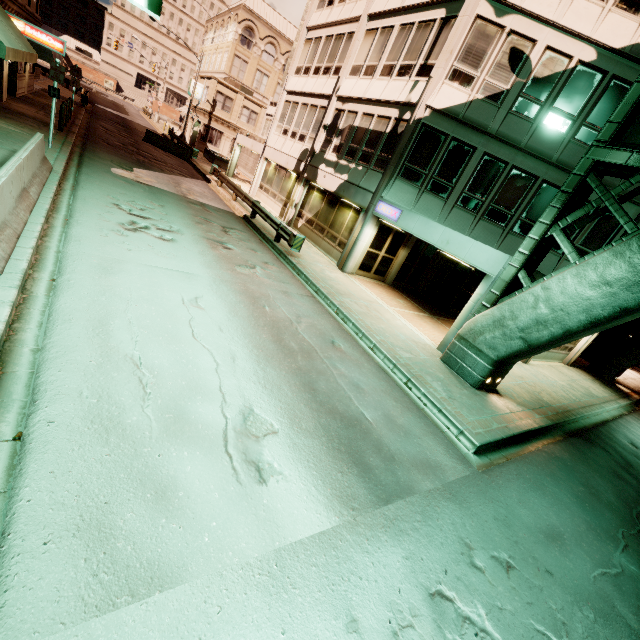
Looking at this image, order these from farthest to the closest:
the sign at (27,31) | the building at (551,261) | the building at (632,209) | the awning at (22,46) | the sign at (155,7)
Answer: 1. the sign at (27,31)
2. the building at (632,209)
3. the building at (551,261)
4. the awning at (22,46)
5. the sign at (155,7)

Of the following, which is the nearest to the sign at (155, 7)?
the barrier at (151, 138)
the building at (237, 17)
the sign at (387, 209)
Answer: the building at (237, 17)

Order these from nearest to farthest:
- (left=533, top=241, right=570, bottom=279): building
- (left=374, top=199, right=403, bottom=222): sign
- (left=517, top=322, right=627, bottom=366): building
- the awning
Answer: the awning, (left=533, top=241, right=570, bottom=279): building, (left=374, top=199, right=403, bottom=222): sign, (left=517, top=322, right=627, bottom=366): building

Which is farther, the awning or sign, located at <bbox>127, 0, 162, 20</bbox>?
the awning

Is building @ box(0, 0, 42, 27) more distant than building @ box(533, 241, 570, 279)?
Yes

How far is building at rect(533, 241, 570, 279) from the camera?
11.0m

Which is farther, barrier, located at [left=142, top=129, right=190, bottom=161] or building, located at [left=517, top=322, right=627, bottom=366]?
barrier, located at [left=142, top=129, right=190, bottom=161]

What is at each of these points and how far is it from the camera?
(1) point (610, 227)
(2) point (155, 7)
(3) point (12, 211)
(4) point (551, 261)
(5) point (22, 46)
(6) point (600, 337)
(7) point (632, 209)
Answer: (1) building, 12.9m
(2) sign, 3.3m
(3) barrier, 6.3m
(4) building, 13.6m
(5) awning, 11.9m
(6) building, 24.1m
(7) building, 12.5m
